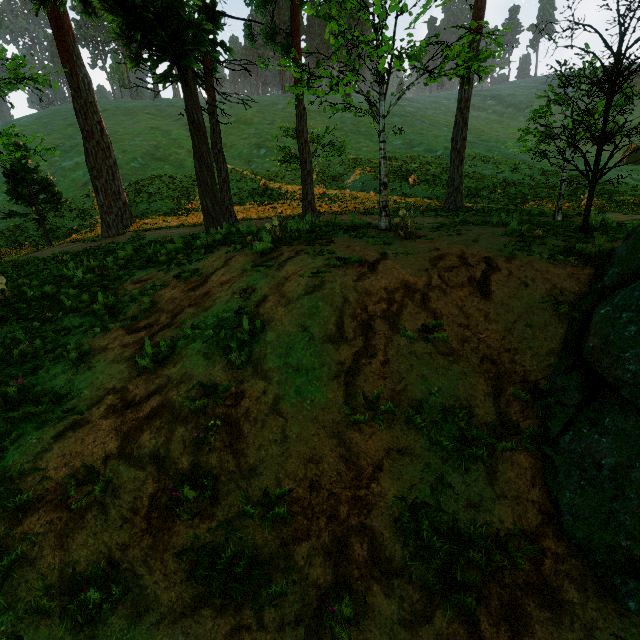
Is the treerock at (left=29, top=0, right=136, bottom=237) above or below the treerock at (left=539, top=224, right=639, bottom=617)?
above

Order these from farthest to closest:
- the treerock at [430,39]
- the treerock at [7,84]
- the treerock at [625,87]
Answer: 1. the treerock at [7,84]
2. the treerock at [430,39]
3. the treerock at [625,87]

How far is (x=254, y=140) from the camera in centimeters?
4341cm

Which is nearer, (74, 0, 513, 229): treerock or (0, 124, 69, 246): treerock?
(74, 0, 513, 229): treerock

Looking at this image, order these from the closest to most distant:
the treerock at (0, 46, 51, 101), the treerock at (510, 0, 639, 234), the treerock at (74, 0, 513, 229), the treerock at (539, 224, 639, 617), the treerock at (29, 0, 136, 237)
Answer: the treerock at (539, 224, 639, 617), the treerock at (510, 0, 639, 234), the treerock at (74, 0, 513, 229), the treerock at (0, 46, 51, 101), the treerock at (29, 0, 136, 237)

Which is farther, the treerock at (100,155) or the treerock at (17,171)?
the treerock at (17,171)
